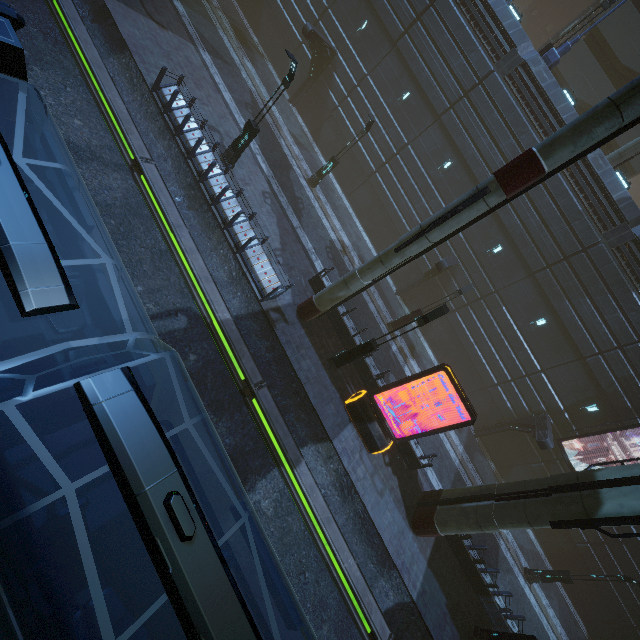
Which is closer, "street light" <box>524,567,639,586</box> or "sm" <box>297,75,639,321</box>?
"sm" <box>297,75,639,321</box>

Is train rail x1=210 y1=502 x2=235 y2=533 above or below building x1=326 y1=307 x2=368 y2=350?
below

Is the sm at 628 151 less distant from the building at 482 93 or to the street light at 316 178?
the building at 482 93

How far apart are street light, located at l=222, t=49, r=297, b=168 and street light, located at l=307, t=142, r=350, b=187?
6.7 meters

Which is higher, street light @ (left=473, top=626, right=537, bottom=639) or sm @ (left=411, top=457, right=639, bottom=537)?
sm @ (left=411, top=457, right=639, bottom=537)

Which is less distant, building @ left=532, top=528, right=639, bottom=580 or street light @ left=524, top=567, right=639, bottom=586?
street light @ left=524, top=567, right=639, bottom=586

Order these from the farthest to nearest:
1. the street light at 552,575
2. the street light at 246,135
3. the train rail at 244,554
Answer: the street light at 552,575 → the street light at 246,135 → the train rail at 244,554

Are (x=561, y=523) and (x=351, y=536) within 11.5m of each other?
yes
